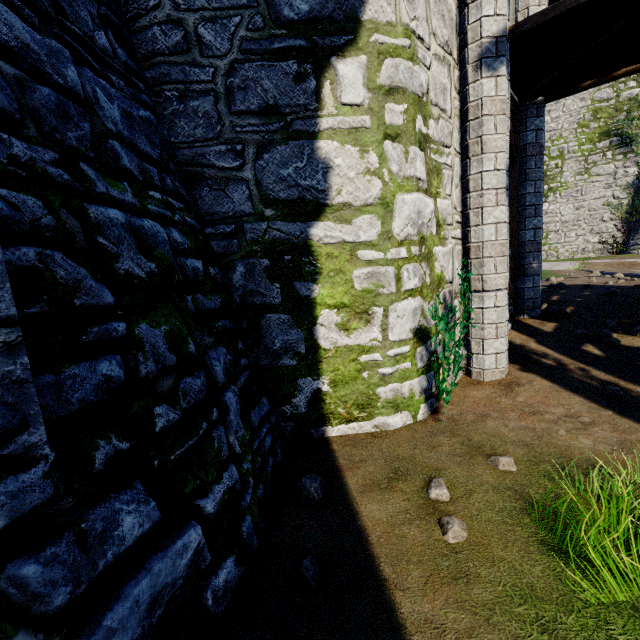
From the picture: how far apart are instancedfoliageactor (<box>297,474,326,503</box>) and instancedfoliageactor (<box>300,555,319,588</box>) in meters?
0.6

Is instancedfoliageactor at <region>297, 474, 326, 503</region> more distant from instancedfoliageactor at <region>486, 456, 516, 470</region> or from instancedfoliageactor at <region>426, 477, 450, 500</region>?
instancedfoliageactor at <region>486, 456, 516, 470</region>

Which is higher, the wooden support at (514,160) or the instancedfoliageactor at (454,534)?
the wooden support at (514,160)

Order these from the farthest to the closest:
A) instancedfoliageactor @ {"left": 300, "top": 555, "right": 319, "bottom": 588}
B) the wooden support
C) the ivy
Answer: the wooden support < the ivy < instancedfoliageactor @ {"left": 300, "top": 555, "right": 319, "bottom": 588}

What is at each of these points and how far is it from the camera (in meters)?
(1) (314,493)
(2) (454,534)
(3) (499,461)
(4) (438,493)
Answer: (1) instancedfoliageactor, 2.99
(2) instancedfoliageactor, 2.48
(3) instancedfoliageactor, 3.25
(4) instancedfoliageactor, 2.89

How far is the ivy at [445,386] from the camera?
3.8 meters

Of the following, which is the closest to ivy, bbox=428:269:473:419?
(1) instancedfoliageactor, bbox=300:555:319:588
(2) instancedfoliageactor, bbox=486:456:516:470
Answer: (2) instancedfoliageactor, bbox=486:456:516:470

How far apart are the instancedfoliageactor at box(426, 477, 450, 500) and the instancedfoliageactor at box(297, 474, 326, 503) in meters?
1.0 m
